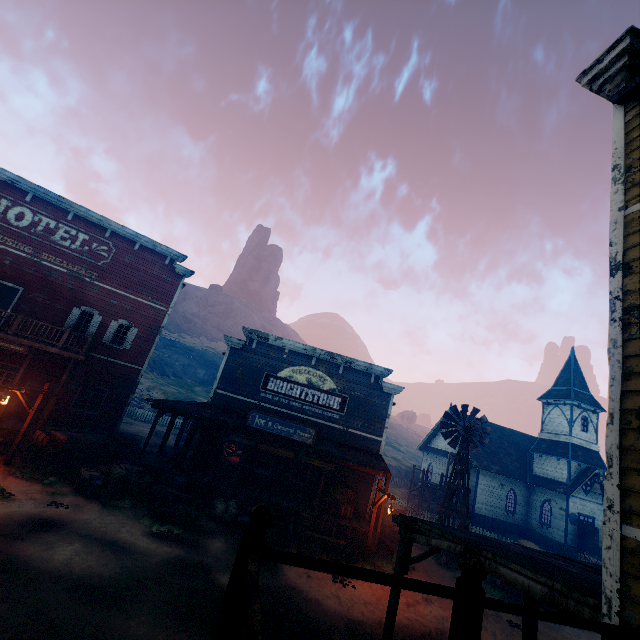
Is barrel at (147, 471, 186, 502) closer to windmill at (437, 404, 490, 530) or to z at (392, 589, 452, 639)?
z at (392, 589, 452, 639)

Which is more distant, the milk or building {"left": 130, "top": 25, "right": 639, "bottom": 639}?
the milk

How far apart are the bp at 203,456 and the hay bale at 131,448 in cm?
500

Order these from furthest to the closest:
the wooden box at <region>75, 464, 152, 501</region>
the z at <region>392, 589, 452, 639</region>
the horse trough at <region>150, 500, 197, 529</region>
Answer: the wooden box at <region>75, 464, 152, 501</region>
the horse trough at <region>150, 500, 197, 529</region>
the z at <region>392, 589, 452, 639</region>

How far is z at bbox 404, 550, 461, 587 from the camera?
13.99m

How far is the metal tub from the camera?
13.16m

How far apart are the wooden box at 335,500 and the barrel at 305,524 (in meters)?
1.23

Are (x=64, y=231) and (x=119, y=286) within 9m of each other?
yes
